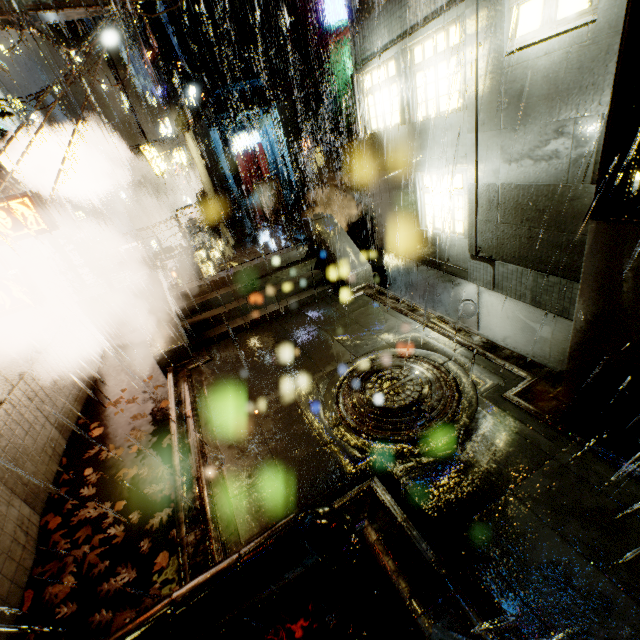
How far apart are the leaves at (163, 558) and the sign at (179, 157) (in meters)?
28.69

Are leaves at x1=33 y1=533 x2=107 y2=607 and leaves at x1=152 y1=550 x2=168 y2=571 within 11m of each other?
yes

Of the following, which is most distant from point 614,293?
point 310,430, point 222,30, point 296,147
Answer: point 222,30

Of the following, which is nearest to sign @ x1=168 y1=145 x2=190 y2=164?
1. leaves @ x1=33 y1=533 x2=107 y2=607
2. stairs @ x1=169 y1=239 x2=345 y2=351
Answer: stairs @ x1=169 y1=239 x2=345 y2=351

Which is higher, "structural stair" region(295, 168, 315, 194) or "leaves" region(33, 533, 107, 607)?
"structural stair" region(295, 168, 315, 194)

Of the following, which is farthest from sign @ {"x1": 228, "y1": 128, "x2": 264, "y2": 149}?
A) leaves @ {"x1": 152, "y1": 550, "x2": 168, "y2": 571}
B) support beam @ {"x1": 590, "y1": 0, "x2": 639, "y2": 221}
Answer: leaves @ {"x1": 152, "y1": 550, "x2": 168, "y2": 571}

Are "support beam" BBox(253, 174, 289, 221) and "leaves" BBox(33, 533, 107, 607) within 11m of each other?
no

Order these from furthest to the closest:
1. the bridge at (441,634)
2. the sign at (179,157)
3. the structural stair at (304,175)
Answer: the sign at (179,157)
the structural stair at (304,175)
the bridge at (441,634)
